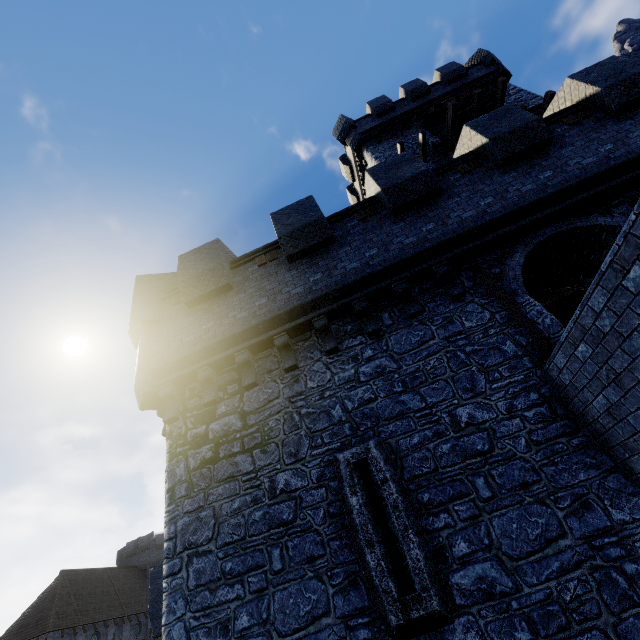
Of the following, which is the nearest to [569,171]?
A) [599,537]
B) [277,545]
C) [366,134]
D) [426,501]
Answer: [599,537]

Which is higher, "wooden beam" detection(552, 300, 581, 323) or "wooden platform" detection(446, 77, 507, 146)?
"wooden platform" detection(446, 77, 507, 146)

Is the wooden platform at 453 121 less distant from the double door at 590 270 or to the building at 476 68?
the building at 476 68

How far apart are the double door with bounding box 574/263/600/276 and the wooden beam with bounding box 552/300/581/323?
7.5m

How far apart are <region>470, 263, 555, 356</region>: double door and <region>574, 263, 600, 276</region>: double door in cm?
275

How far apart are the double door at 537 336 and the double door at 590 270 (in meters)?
2.75

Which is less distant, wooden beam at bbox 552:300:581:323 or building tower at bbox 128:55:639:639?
building tower at bbox 128:55:639:639

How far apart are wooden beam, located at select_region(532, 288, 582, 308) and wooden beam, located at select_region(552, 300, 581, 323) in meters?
1.7 m
